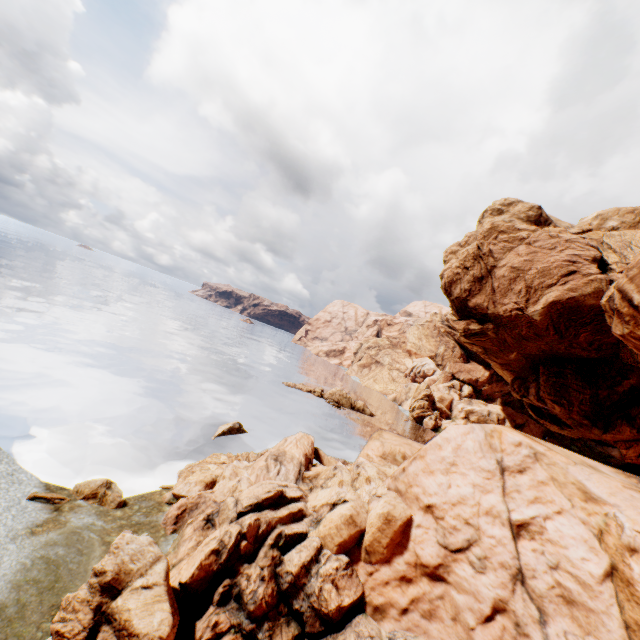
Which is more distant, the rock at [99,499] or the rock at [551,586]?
the rock at [99,499]

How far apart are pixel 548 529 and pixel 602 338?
31.4 meters

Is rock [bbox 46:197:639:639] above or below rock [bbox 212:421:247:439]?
above

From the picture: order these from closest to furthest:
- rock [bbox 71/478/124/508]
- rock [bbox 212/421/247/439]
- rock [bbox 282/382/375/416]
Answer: rock [bbox 71/478/124/508] < rock [bbox 212/421/247/439] < rock [bbox 282/382/375/416]

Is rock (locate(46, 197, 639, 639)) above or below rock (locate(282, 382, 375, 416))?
above

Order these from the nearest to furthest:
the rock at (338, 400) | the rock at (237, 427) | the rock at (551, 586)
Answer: the rock at (551, 586)
the rock at (237, 427)
the rock at (338, 400)

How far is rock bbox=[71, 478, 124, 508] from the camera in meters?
15.6 m
